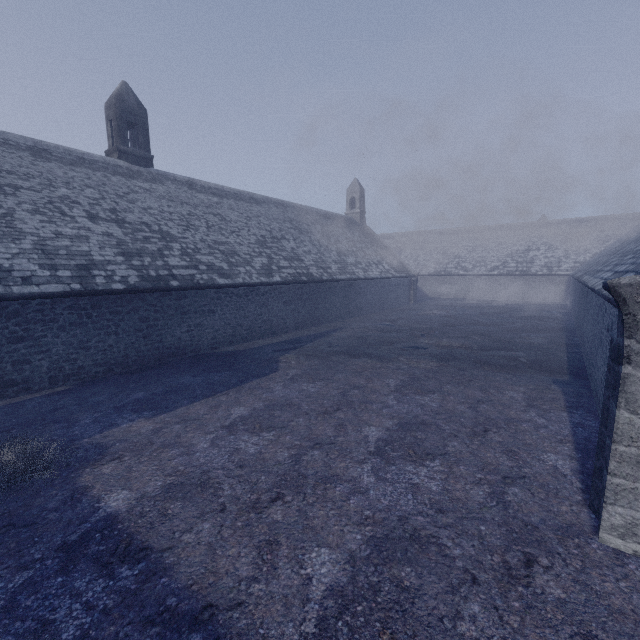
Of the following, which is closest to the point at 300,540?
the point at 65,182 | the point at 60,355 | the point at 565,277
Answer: the point at 60,355
